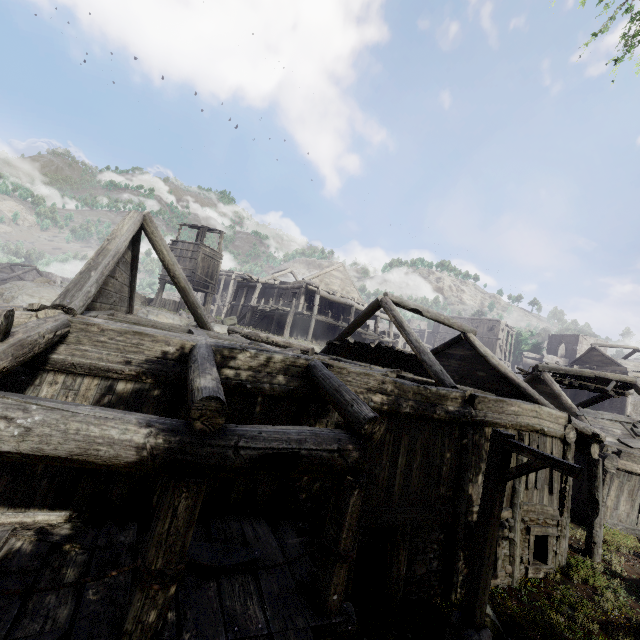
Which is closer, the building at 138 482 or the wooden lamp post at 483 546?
the building at 138 482

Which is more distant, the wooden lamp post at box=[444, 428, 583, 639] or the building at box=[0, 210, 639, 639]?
the wooden lamp post at box=[444, 428, 583, 639]

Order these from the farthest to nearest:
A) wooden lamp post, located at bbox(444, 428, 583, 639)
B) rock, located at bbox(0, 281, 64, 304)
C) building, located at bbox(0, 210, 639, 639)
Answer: rock, located at bbox(0, 281, 64, 304)
wooden lamp post, located at bbox(444, 428, 583, 639)
building, located at bbox(0, 210, 639, 639)

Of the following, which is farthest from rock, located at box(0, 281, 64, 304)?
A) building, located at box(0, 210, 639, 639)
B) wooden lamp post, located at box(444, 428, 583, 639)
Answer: wooden lamp post, located at box(444, 428, 583, 639)

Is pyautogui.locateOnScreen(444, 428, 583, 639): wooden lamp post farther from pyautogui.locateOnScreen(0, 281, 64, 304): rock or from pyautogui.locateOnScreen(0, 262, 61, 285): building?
pyautogui.locateOnScreen(0, 281, 64, 304): rock

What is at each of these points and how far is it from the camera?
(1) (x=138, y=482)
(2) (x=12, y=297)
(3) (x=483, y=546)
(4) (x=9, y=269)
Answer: (1) building, 5.33m
(2) rock, 25.14m
(3) wooden lamp post, 6.00m
(4) building, 46.88m

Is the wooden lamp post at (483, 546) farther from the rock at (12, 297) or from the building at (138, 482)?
the rock at (12, 297)
